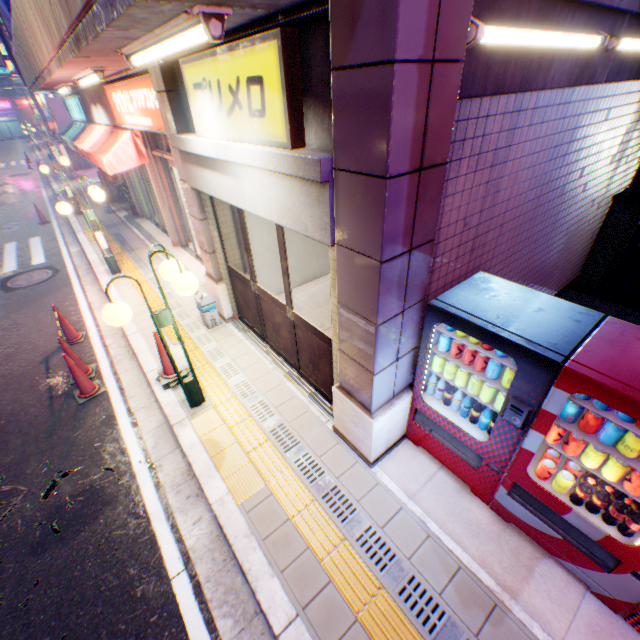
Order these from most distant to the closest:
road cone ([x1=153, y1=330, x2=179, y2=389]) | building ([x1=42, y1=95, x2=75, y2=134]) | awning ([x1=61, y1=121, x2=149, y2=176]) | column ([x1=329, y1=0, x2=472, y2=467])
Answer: building ([x1=42, y1=95, x2=75, y2=134]) < awning ([x1=61, y1=121, x2=149, y2=176]) < road cone ([x1=153, y1=330, x2=179, y2=389]) < column ([x1=329, y1=0, x2=472, y2=467])

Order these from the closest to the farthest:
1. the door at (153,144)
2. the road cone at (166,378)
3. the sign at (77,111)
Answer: the road cone at (166,378)
the door at (153,144)
the sign at (77,111)

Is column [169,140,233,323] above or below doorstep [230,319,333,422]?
above

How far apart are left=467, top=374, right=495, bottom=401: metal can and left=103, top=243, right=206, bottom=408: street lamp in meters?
2.7

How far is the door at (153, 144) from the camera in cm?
766

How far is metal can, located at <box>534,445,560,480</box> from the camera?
2.74m

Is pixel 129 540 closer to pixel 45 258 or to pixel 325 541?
pixel 325 541

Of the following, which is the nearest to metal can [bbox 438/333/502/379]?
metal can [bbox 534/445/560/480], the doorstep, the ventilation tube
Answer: metal can [bbox 534/445/560/480]
